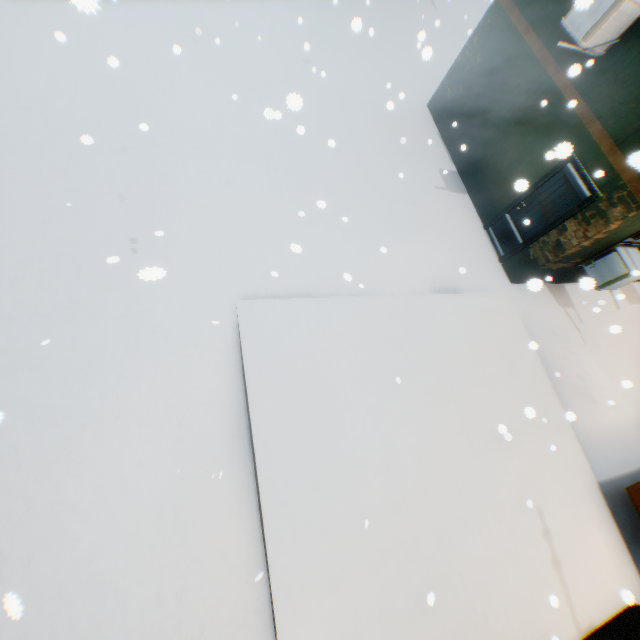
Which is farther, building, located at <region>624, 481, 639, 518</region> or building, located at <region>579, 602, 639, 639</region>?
building, located at <region>624, 481, 639, 518</region>

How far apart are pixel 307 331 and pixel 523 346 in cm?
551

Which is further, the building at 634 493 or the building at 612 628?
the building at 634 493

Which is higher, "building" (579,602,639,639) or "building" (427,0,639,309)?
"building" (427,0,639,309)
